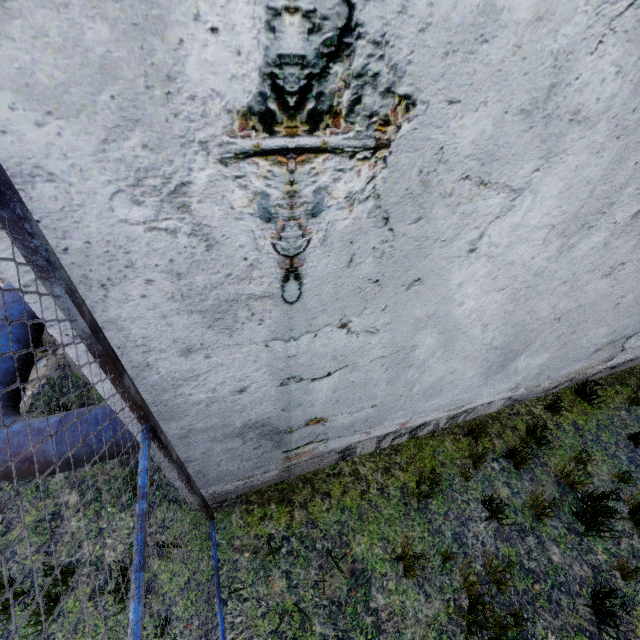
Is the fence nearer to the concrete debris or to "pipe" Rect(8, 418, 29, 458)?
"pipe" Rect(8, 418, 29, 458)

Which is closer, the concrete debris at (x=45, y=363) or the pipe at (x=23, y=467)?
the pipe at (x=23, y=467)

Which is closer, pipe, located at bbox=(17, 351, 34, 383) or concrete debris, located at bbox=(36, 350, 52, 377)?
pipe, located at bbox=(17, 351, 34, 383)

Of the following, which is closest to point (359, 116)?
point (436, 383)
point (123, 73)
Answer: point (123, 73)

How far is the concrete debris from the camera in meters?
4.9 m

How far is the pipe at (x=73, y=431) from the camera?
3.06m

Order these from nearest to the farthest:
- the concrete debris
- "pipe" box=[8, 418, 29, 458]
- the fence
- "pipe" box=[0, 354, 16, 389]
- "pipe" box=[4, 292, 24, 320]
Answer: the fence
"pipe" box=[8, 418, 29, 458]
"pipe" box=[0, 354, 16, 389]
"pipe" box=[4, 292, 24, 320]
the concrete debris
